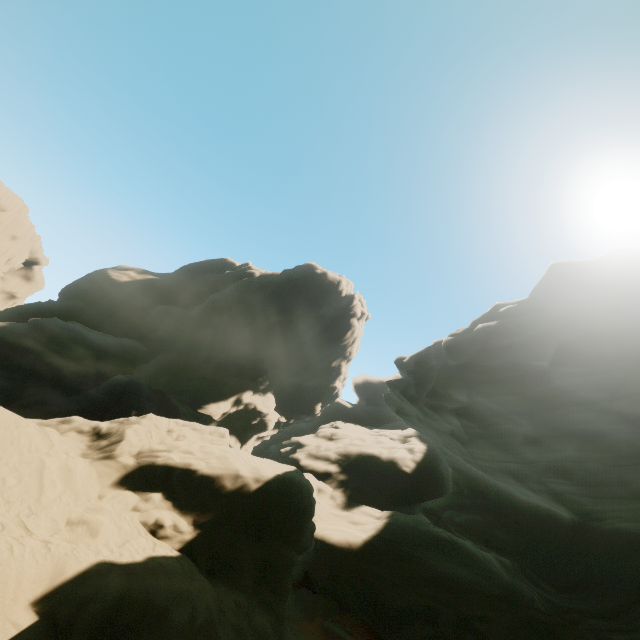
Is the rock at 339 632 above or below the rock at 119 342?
below

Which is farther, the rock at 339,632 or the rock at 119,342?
the rock at 339,632

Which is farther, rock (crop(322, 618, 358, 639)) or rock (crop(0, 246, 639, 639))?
rock (crop(322, 618, 358, 639))

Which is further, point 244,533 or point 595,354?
point 244,533

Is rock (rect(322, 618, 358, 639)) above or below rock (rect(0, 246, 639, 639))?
below
